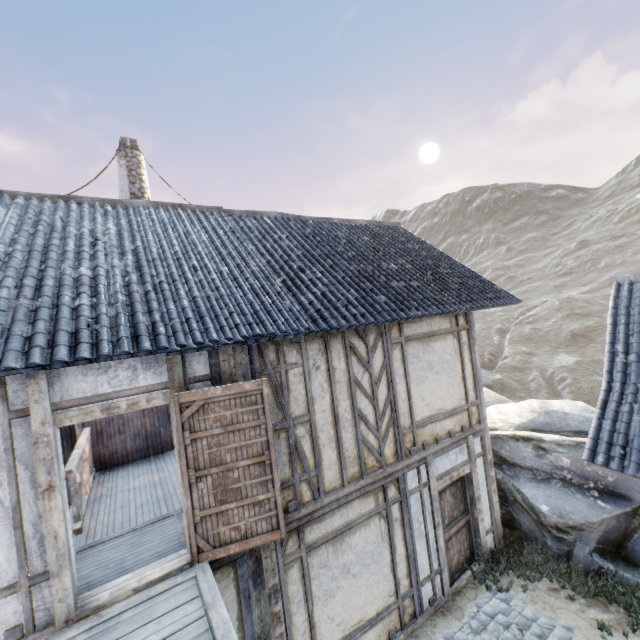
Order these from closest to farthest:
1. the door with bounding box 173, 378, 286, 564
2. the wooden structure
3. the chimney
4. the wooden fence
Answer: the wooden structure < the door with bounding box 173, 378, 286, 564 < the wooden fence < the chimney

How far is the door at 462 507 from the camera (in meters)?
6.73

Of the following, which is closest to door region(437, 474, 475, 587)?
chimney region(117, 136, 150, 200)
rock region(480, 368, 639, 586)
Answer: rock region(480, 368, 639, 586)

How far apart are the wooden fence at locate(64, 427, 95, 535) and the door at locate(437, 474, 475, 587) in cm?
650

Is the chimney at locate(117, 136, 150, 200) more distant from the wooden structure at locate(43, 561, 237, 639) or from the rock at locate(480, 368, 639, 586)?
the rock at locate(480, 368, 639, 586)

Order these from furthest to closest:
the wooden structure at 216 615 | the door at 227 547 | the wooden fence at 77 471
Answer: the wooden fence at 77 471
the door at 227 547
the wooden structure at 216 615

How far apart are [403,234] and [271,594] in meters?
9.2

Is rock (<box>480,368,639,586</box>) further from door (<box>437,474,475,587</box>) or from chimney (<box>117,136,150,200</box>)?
chimney (<box>117,136,150,200</box>)
